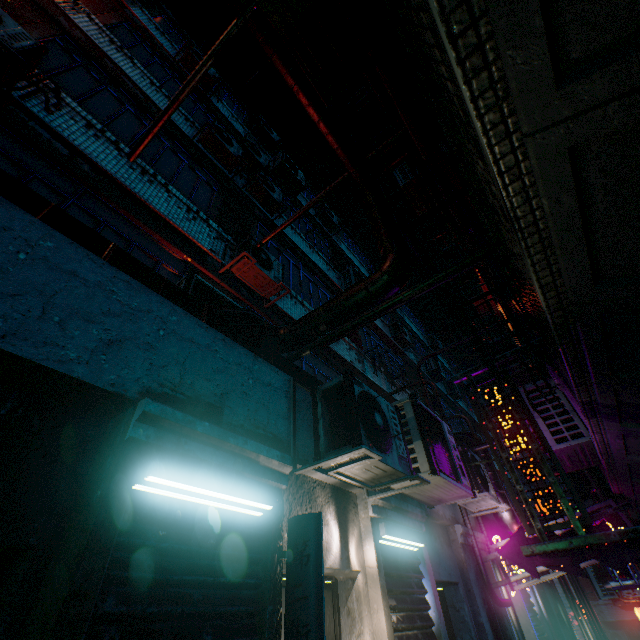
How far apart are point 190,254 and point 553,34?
4.98m

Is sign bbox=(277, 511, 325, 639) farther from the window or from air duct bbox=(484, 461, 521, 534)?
air duct bbox=(484, 461, 521, 534)

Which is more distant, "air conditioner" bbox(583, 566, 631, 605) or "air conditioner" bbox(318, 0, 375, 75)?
"air conditioner" bbox(583, 566, 631, 605)

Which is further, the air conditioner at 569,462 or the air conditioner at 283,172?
the air conditioner at 283,172

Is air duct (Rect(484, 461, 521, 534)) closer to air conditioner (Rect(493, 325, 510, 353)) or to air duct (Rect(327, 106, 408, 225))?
air conditioner (Rect(493, 325, 510, 353))

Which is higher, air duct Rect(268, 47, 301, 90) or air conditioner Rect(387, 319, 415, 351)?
air conditioner Rect(387, 319, 415, 351)

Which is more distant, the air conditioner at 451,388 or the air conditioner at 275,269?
the air conditioner at 451,388

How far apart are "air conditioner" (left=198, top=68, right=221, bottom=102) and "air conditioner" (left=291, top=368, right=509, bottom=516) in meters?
9.2 m
